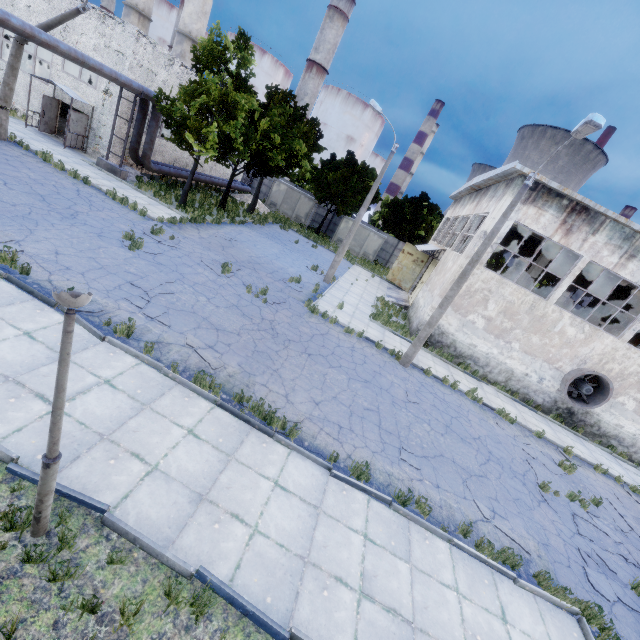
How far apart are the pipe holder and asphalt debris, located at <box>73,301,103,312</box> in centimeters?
1487cm

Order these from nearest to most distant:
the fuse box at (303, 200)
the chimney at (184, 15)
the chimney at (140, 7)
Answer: the chimney at (184, 15)
the chimney at (140, 7)
the fuse box at (303, 200)

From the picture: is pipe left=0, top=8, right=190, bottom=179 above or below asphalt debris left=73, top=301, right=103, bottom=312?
above

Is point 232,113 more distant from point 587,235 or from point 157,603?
point 157,603

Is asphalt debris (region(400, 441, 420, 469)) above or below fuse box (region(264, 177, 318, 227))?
below

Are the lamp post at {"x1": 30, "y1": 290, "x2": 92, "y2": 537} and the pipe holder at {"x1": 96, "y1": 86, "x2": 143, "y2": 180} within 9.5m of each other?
no

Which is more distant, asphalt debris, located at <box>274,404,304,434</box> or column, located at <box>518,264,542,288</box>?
column, located at <box>518,264,542,288</box>

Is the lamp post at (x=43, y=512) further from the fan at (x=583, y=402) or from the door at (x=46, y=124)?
the door at (x=46, y=124)
